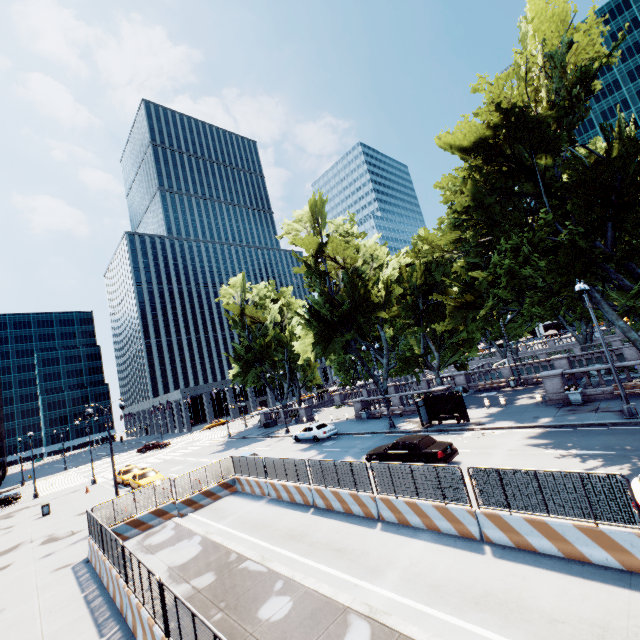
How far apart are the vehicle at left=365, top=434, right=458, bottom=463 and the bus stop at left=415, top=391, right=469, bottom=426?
5.43m

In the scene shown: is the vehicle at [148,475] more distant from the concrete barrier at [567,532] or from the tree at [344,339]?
the tree at [344,339]

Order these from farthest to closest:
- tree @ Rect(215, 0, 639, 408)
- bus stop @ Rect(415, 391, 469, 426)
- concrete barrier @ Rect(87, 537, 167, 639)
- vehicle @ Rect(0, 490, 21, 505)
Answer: vehicle @ Rect(0, 490, 21, 505)
bus stop @ Rect(415, 391, 469, 426)
tree @ Rect(215, 0, 639, 408)
concrete barrier @ Rect(87, 537, 167, 639)

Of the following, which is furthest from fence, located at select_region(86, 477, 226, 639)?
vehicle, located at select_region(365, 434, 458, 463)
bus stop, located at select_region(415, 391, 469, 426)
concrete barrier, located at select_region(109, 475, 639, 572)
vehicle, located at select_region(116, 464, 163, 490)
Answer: bus stop, located at select_region(415, 391, 469, 426)

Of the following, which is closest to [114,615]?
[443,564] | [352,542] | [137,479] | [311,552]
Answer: [311,552]

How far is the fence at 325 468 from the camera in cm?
1335

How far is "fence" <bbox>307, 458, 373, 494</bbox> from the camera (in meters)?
13.35
